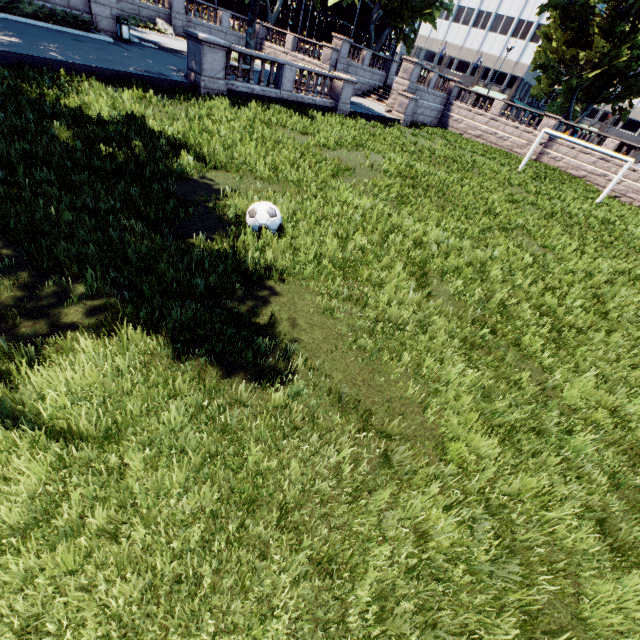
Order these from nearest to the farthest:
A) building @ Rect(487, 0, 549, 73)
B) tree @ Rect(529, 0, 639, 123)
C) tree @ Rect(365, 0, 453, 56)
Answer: tree @ Rect(529, 0, 639, 123), tree @ Rect(365, 0, 453, 56), building @ Rect(487, 0, 549, 73)

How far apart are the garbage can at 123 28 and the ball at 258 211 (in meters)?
21.10

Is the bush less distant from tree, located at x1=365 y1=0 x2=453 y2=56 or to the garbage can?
the garbage can

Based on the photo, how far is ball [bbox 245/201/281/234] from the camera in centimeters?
602cm

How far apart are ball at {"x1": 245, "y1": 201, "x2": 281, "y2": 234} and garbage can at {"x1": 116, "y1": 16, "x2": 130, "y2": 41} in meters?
21.1 m

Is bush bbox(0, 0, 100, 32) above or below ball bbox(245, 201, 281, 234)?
above

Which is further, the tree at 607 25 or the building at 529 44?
the building at 529 44

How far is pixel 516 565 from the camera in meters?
2.8
